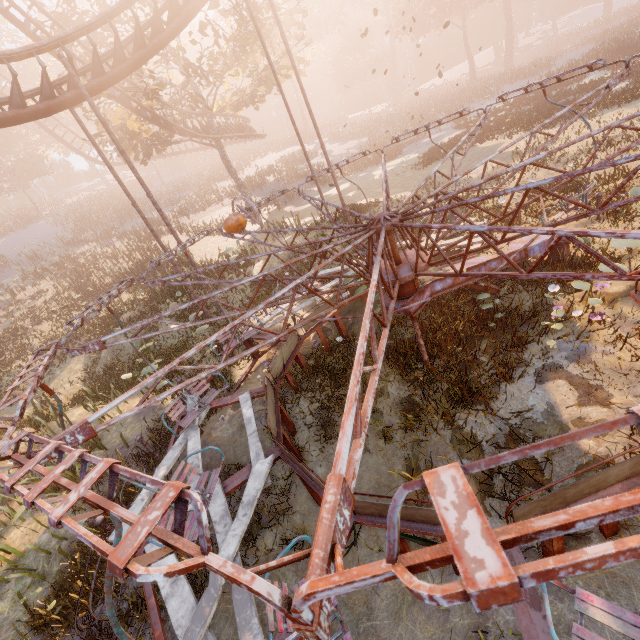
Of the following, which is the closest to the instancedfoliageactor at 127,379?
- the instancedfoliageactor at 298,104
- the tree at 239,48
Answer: the tree at 239,48

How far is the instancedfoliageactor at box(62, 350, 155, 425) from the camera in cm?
1066

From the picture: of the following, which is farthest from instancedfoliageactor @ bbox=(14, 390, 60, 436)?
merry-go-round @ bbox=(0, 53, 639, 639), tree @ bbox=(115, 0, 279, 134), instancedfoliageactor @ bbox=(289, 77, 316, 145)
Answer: instancedfoliageactor @ bbox=(289, 77, 316, 145)

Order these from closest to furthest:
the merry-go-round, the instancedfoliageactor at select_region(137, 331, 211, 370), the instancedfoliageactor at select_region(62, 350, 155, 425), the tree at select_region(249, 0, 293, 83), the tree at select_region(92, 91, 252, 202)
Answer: the merry-go-round, the instancedfoliageactor at select_region(137, 331, 211, 370), the instancedfoliageactor at select_region(62, 350, 155, 425), the tree at select_region(249, 0, 293, 83), the tree at select_region(92, 91, 252, 202)

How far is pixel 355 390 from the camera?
1.7 meters

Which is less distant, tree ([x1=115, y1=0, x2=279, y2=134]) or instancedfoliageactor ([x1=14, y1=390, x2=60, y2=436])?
instancedfoliageactor ([x1=14, y1=390, x2=60, y2=436])

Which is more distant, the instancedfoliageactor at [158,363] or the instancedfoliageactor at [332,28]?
the instancedfoliageactor at [332,28]

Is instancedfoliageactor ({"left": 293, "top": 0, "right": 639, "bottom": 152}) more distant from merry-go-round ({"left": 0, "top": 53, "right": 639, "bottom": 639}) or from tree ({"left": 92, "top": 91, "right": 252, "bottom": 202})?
tree ({"left": 92, "top": 91, "right": 252, "bottom": 202})
